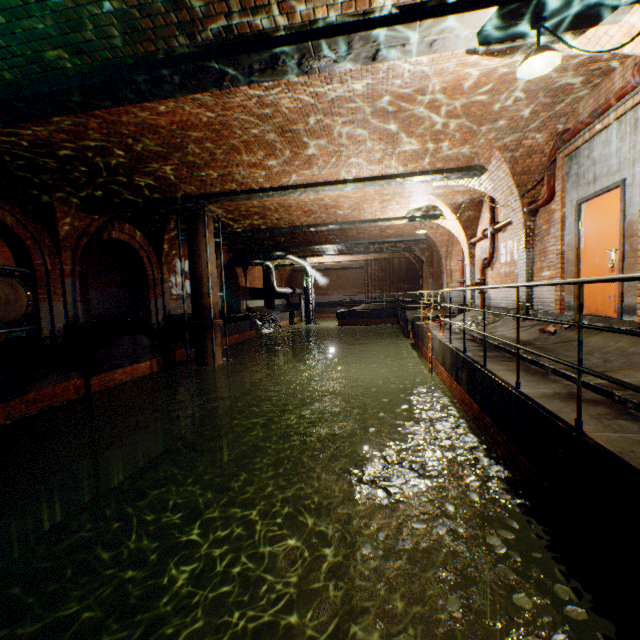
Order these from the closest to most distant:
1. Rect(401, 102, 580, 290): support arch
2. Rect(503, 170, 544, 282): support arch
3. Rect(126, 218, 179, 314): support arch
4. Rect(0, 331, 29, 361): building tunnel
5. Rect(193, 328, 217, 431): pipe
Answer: Rect(401, 102, 580, 290): support arch
Rect(503, 170, 544, 282): support arch
Rect(0, 331, 29, 361): building tunnel
Rect(193, 328, 217, 431): pipe
Rect(126, 218, 179, 314): support arch

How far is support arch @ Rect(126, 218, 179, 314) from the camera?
13.7 meters

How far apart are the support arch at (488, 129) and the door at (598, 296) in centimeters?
182cm

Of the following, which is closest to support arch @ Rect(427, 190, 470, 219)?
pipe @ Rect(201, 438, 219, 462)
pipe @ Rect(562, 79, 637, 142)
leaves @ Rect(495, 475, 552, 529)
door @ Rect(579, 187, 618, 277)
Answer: pipe @ Rect(562, 79, 637, 142)

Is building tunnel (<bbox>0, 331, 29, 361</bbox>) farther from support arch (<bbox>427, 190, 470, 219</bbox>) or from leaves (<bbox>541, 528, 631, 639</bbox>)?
support arch (<bbox>427, 190, 470, 219</bbox>)

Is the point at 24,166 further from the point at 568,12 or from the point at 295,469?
the point at 295,469

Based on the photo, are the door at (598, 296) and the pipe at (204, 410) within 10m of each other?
no

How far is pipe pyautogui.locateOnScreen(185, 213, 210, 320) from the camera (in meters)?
11.84
